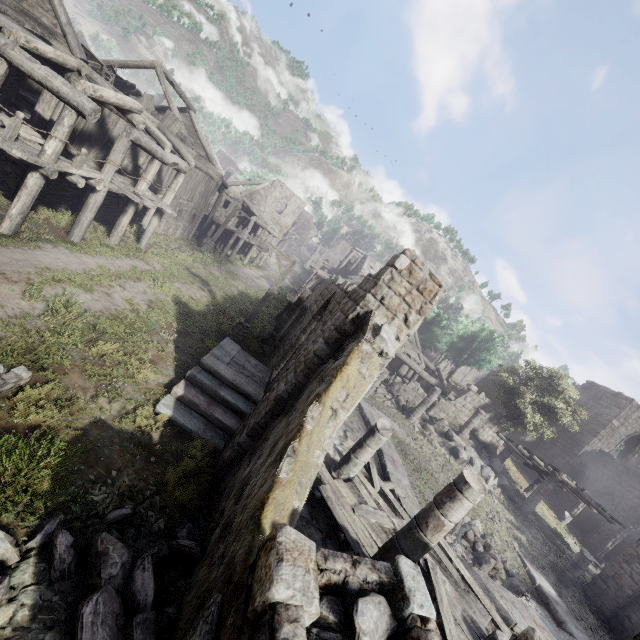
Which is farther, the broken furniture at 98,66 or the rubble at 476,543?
the broken furniture at 98,66

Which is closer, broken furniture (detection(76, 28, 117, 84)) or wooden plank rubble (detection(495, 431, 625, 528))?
broken furniture (detection(76, 28, 117, 84))

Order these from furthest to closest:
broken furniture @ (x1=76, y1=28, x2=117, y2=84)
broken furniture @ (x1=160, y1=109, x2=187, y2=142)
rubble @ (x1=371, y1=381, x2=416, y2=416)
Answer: rubble @ (x1=371, y1=381, x2=416, y2=416), broken furniture @ (x1=160, y1=109, x2=187, y2=142), broken furniture @ (x1=76, y1=28, x2=117, y2=84)

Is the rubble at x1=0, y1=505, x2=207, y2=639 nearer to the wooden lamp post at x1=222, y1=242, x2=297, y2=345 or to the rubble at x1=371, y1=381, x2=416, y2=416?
the wooden lamp post at x1=222, y1=242, x2=297, y2=345

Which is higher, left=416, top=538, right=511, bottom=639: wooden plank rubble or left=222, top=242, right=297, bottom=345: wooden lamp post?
left=416, top=538, right=511, bottom=639: wooden plank rubble

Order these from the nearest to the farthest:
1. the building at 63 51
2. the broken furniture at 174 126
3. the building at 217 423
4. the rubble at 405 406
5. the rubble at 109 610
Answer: the building at 217 423 → the rubble at 109 610 → the building at 63 51 → the broken furniture at 174 126 → the rubble at 405 406

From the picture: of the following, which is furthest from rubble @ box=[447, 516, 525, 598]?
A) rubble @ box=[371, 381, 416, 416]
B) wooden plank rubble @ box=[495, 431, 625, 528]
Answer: wooden plank rubble @ box=[495, 431, 625, 528]

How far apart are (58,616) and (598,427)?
34.3 meters
